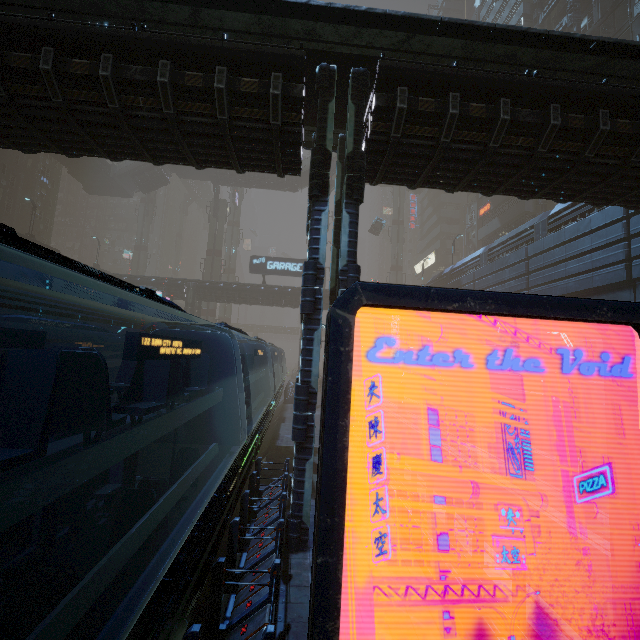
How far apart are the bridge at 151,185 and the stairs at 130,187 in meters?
0.0 m

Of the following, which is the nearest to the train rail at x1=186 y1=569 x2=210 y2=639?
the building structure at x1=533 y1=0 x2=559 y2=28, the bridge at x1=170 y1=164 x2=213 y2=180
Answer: the building structure at x1=533 y1=0 x2=559 y2=28

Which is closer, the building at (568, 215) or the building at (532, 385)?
the building at (568, 215)

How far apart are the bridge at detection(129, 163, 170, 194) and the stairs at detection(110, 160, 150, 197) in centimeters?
1cm

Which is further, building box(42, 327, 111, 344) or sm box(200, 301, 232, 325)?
sm box(200, 301, 232, 325)

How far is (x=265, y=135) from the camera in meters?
8.6 m

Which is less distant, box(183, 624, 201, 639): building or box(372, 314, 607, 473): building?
box(183, 624, 201, 639): building

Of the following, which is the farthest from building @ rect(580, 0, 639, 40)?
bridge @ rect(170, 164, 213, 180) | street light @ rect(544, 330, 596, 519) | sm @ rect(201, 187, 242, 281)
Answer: street light @ rect(544, 330, 596, 519)
